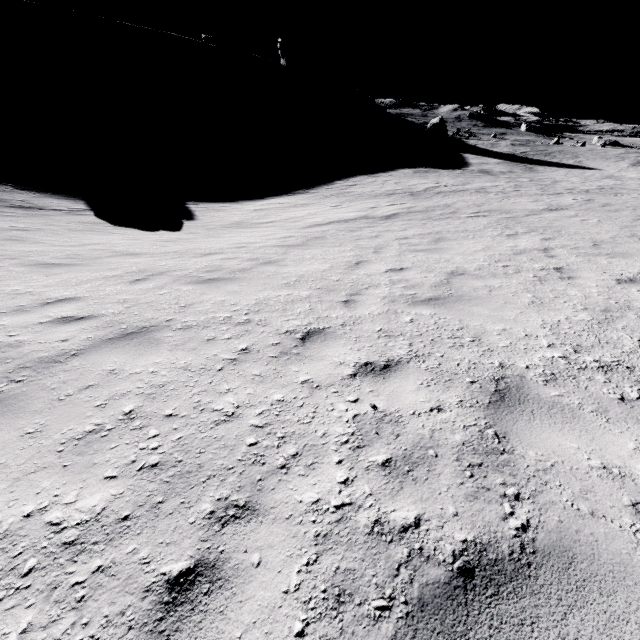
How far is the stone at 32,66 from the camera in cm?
5007

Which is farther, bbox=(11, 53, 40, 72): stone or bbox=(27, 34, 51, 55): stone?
bbox=(27, 34, 51, 55): stone

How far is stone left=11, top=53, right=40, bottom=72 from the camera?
50.07m

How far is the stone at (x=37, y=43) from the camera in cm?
5625

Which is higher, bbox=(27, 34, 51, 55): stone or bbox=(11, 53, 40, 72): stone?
bbox=(27, 34, 51, 55): stone

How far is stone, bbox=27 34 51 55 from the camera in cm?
5625

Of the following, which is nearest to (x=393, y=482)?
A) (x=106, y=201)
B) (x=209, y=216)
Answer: (x=209, y=216)
